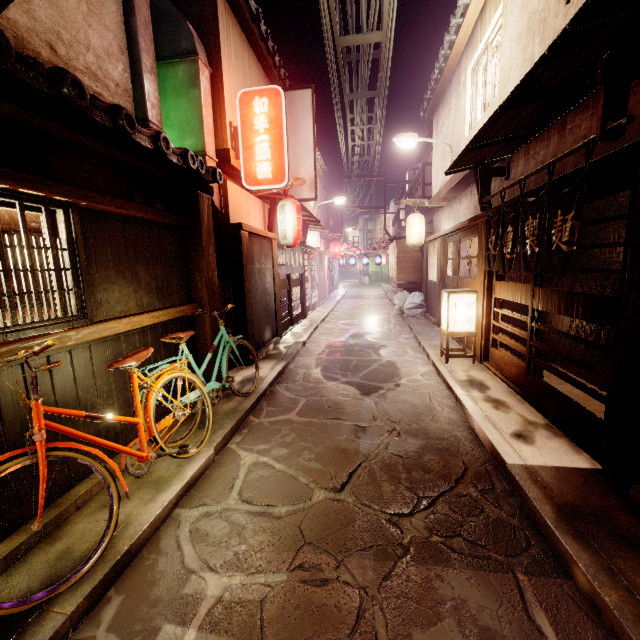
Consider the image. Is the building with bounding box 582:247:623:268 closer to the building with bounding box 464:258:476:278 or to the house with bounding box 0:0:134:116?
the building with bounding box 464:258:476:278

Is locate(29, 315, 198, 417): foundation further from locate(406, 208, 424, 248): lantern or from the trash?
the trash

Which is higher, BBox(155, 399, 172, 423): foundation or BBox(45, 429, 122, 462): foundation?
BBox(45, 429, 122, 462): foundation

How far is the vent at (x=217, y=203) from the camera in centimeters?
1148cm

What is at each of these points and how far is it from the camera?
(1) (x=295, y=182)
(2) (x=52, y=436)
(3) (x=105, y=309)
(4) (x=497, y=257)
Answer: (1) wood guard, 14.2m
(2) foundation, 5.1m
(3) foundation, 6.1m
(4) flag, 9.7m

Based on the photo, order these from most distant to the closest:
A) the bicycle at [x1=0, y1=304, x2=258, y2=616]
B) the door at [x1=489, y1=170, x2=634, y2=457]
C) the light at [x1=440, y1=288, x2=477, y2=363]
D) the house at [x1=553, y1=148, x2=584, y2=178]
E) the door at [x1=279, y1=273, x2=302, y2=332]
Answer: the door at [x1=279, y1=273, x2=302, y2=332] < the light at [x1=440, y1=288, x2=477, y2=363] < the house at [x1=553, y1=148, x2=584, y2=178] < the door at [x1=489, y1=170, x2=634, y2=457] < the bicycle at [x1=0, y1=304, x2=258, y2=616]

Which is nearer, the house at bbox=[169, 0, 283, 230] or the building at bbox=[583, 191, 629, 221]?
the building at bbox=[583, 191, 629, 221]

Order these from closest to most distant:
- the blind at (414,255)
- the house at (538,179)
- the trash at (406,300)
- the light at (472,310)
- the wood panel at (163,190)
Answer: the wood panel at (163,190) < the house at (538,179) < the light at (472,310) < the trash at (406,300) < the blind at (414,255)
